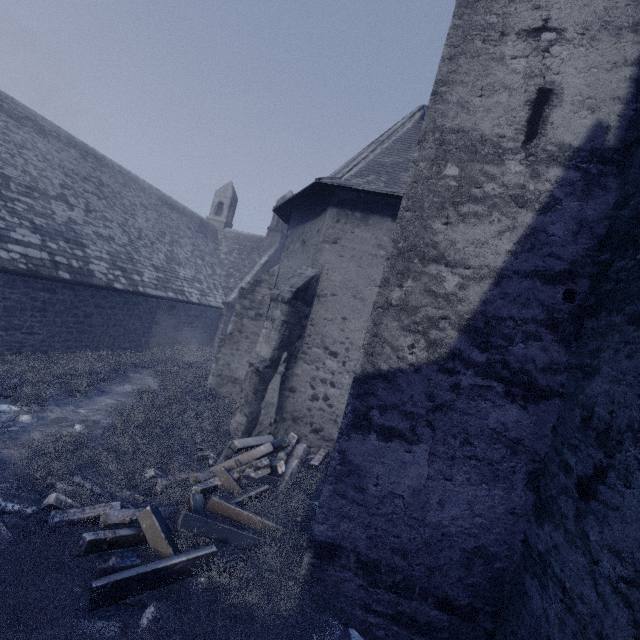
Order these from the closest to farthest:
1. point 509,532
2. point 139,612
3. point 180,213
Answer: point 139,612, point 509,532, point 180,213

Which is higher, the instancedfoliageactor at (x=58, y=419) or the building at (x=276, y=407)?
the building at (x=276, y=407)

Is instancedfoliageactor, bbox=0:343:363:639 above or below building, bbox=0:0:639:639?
below
